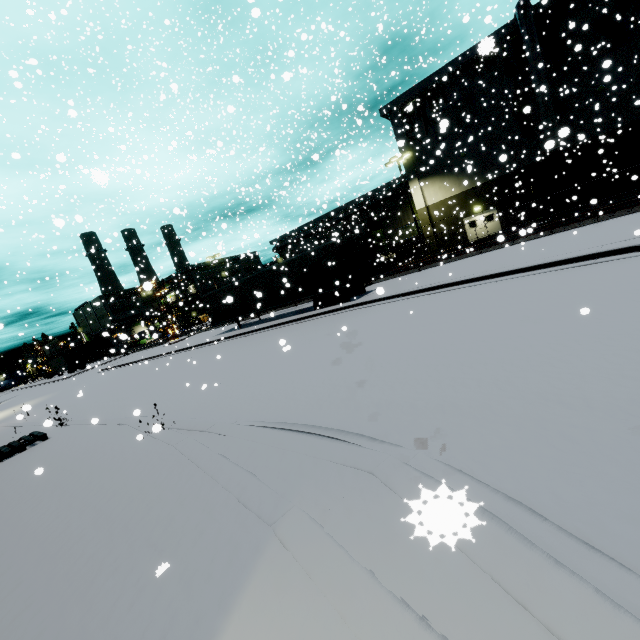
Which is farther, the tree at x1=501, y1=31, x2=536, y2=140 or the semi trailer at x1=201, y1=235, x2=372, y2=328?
the tree at x1=501, y1=31, x2=536, y2=140

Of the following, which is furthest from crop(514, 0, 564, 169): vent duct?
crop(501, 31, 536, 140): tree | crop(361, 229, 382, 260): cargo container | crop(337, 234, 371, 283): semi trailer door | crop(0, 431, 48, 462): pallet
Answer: crop(0, 431, 48, 462): pallet

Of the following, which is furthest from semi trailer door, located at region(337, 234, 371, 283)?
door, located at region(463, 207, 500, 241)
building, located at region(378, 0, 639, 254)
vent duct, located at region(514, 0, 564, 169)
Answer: door, located at region(463, 207, 500, 241)

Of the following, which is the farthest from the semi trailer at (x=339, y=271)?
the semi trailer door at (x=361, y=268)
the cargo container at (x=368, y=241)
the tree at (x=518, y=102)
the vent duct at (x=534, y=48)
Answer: the vent duct at (x=534, y=48)

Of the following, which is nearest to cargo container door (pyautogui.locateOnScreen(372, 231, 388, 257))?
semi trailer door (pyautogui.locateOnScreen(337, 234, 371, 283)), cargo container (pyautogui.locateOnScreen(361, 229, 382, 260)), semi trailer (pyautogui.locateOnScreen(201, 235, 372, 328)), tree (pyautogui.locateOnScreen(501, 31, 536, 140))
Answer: cargo container (pyautogui.locateOnScreen(361, 229, 382, 260))

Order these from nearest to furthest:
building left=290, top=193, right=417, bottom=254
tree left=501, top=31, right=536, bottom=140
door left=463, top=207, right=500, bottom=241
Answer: tree left=501, top=31, right=536, bottom=140 < door left=463, top=207, right=500, bottom=241 < building left=290, top=193, right=417, bottom=254

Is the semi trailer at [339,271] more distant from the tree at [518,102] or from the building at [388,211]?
the tree at [518,102]

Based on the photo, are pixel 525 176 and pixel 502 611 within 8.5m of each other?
no
